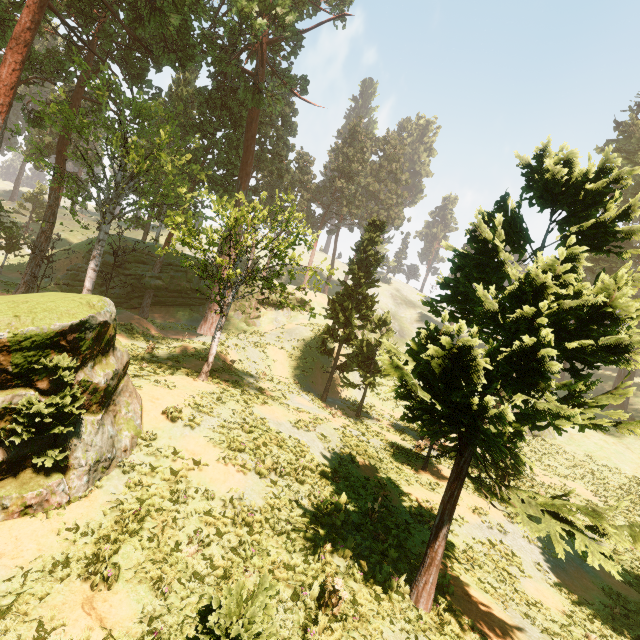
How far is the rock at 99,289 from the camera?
33.50m

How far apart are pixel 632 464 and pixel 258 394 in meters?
34.9

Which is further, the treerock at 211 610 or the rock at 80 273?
the rock at 80 273

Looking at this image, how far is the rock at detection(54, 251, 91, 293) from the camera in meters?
33.2 m

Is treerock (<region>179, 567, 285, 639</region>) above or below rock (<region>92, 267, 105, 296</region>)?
below

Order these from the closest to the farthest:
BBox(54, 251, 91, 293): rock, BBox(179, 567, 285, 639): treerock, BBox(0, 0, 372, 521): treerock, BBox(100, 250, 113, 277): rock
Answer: BBox(179, 567, 285, 639): treerock < BBox(0, 0, 372, 521): treerock < BBox(54, 251, 91, 293): rock < BBox(100, 250, 113, 277): rock

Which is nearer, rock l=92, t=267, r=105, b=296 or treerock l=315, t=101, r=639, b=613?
treerock l=315, t=101, r=639, b=613
